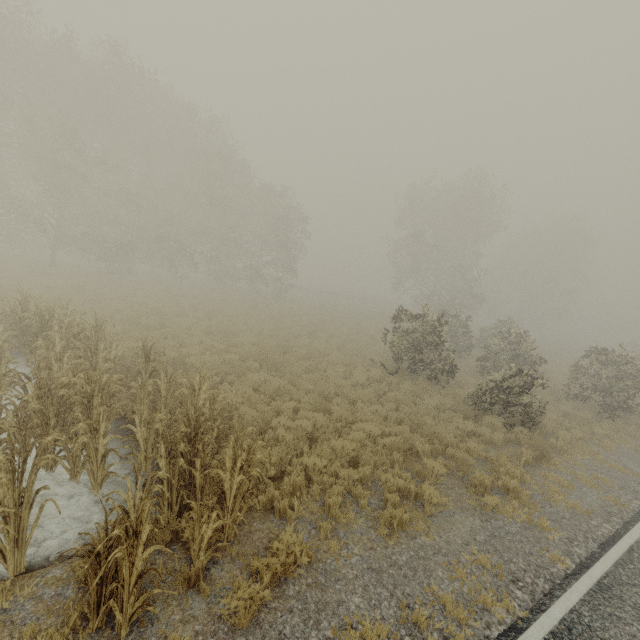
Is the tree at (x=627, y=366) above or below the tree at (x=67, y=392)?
above

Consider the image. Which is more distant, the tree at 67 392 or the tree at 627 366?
the tree at 627 366

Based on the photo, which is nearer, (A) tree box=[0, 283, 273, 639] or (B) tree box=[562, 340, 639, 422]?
(A) tree box=[0, 283, 273, 639]

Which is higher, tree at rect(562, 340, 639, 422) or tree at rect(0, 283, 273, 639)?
tree at rect(562, 340, 639, 422)

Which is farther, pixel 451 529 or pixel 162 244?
pixel 162 244
